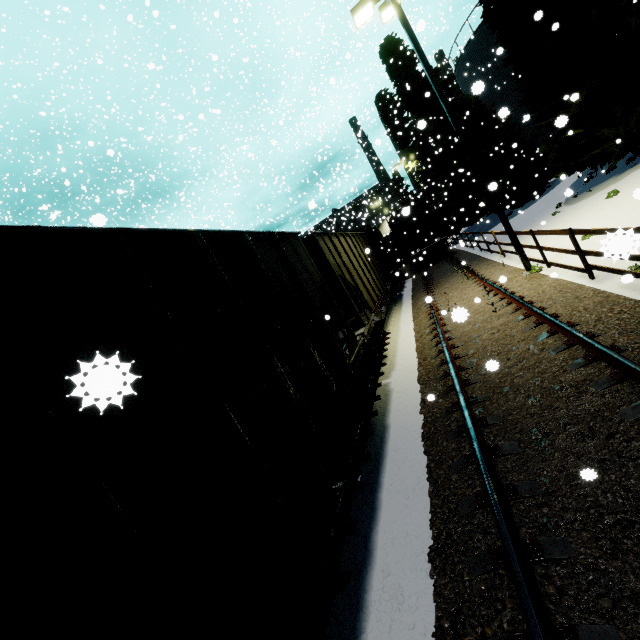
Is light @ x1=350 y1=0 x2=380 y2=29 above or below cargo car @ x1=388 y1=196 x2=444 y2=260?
above

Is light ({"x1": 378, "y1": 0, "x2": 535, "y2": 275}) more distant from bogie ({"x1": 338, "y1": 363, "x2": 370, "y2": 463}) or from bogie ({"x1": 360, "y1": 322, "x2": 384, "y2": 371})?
bogie ({"x1": 360, "y1": 322, "x2": 384, "y2": 371})

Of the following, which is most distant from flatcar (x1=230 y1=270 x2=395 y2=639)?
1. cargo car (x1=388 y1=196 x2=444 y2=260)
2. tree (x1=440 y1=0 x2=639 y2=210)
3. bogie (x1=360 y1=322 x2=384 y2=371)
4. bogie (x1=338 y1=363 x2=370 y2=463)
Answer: cargo car (x1=388 y1=196 x2=444 y2=260)

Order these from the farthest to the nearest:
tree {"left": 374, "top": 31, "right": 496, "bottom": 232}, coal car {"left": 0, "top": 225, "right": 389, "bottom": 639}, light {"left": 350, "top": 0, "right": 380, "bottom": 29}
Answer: tree {"left": 374, "top": 31, "right": 496, "bottom": 232} → light {"left": 350, "top": 0, "right": 380, "bottom": 29} → coal car {"left": 0, "top": 225, "right": 389, "bottom": 639}

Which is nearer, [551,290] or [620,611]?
[620,611]

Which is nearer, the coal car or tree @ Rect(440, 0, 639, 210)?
the coal car

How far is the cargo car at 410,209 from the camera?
25.1m

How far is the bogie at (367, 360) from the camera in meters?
8.8 m
